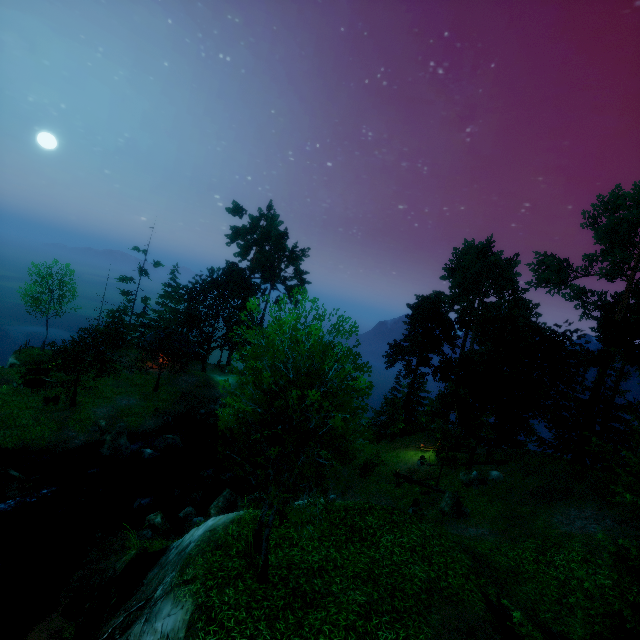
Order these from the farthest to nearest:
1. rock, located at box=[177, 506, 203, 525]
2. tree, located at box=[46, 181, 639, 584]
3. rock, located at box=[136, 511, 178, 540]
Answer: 1. rock, located at box=[177, 506, 203, 525]
2. rock, located at box=[136, 511, 178, 540]
3. tree, located at box=[46, 181, 639, 584]

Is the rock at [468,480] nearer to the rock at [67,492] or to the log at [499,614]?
the log at [499,614]

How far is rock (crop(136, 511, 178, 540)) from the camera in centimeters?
1742cm

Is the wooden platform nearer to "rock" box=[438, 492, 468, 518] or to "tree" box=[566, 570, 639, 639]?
"tree" box=[566, 570, 639, 639]

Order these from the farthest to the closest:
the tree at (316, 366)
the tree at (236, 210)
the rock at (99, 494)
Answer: the tree at (236, 210), the rock at (99, 494), the tree at (316, 366)

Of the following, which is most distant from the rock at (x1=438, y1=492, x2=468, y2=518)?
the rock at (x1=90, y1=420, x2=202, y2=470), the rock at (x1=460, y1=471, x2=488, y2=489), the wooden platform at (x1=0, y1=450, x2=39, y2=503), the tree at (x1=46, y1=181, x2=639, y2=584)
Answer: the wooden platform at (x1=0, y1=450, x2=39, y2=503)

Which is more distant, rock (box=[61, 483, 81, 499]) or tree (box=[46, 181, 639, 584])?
rock (box=[61, 483, 81, 499])

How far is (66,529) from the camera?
19.3m
